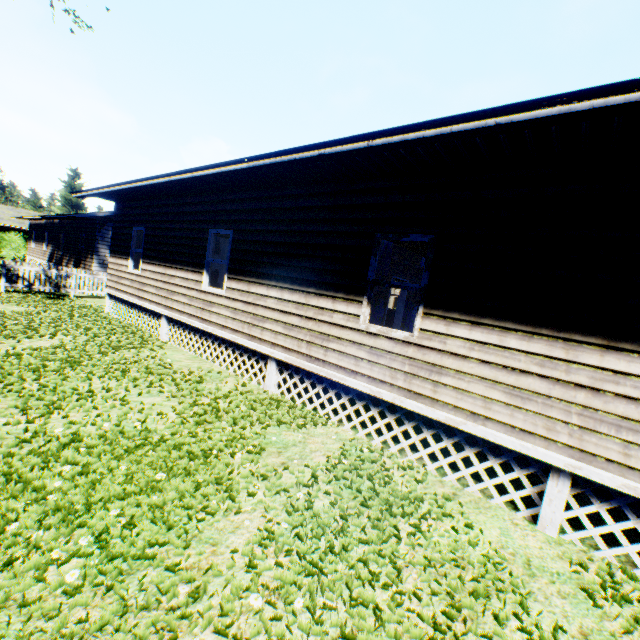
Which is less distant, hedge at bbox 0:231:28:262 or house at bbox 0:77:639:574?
house at bbox 0:77:639:574

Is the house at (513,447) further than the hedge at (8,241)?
No

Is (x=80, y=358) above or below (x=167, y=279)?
below
